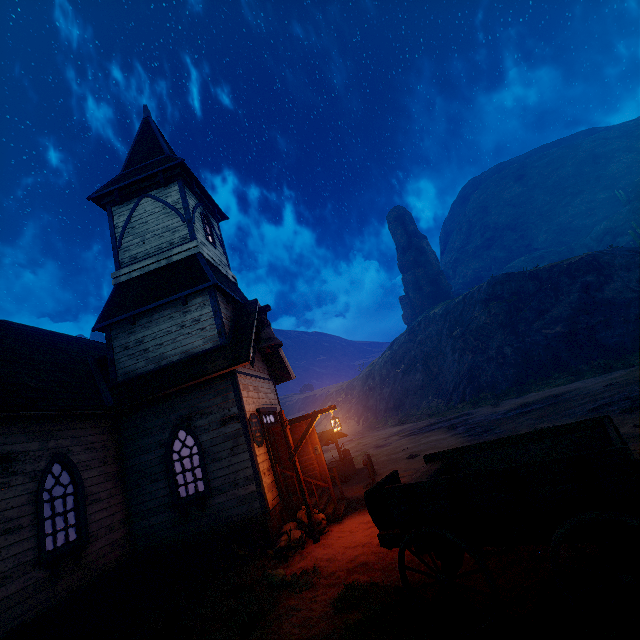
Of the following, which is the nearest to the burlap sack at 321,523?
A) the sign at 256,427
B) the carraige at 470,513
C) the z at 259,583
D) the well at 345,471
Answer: the z at 259,583

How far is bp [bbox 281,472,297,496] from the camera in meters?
9.8 m

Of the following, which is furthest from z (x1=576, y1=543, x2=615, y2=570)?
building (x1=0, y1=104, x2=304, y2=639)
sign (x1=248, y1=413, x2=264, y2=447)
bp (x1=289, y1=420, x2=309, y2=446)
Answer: sign (x1=248, y1=413, x2=264, y2=447)

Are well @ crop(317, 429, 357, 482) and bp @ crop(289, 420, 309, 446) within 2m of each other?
no

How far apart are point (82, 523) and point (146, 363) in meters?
4.4 m

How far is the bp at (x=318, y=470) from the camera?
9.8m

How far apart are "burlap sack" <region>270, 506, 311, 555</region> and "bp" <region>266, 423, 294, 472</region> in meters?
0.5 m

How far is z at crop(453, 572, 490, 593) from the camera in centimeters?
436cm
